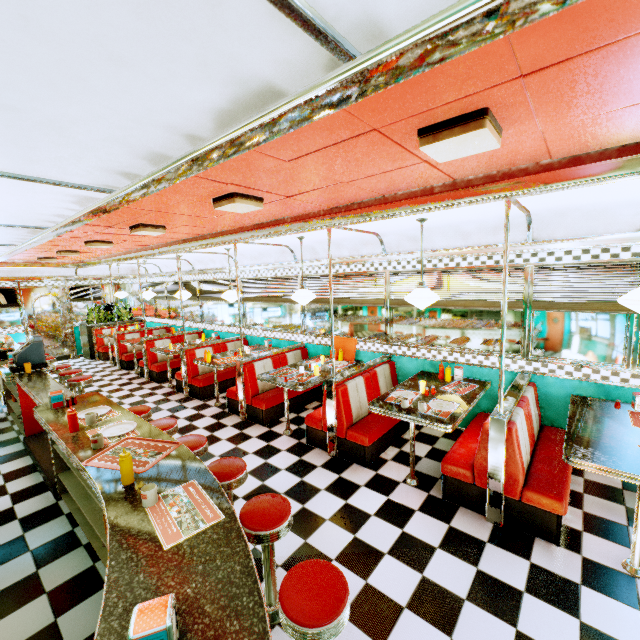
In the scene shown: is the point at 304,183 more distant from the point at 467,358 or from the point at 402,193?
the point at 467,358

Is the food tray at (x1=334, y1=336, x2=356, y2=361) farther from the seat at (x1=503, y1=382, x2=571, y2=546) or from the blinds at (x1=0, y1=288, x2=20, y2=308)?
the blinds at (x1=0, y1=288, x2=20, y2=308)

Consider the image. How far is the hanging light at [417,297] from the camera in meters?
3.8 m

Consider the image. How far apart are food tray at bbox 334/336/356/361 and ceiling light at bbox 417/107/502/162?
4.1m

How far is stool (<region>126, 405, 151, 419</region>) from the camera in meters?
4.1 m

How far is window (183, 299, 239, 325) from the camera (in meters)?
8.33

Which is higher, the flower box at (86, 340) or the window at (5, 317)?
the window at (5, 317)

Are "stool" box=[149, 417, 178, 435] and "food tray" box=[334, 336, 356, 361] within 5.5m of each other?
yes
